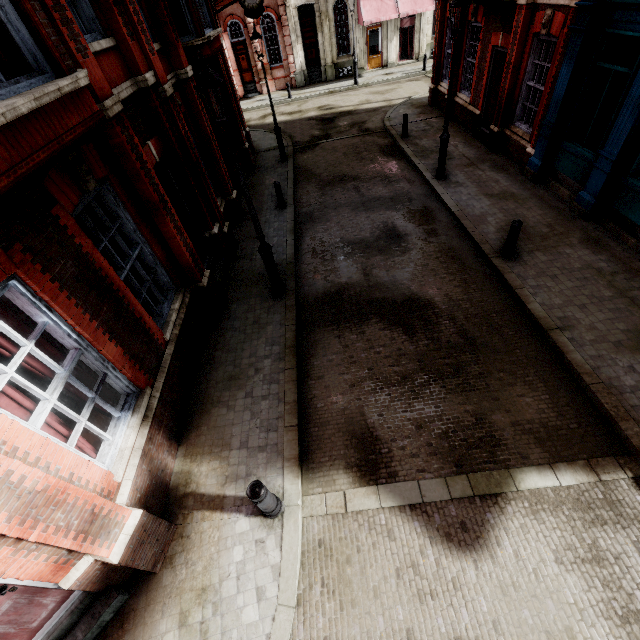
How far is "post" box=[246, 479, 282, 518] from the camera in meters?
4.1 m

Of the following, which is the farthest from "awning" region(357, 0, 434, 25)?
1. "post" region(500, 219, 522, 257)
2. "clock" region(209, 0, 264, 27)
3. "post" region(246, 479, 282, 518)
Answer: "post" region(246, 479, 282, 518)

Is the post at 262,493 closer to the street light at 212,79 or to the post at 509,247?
the street light at 212,79

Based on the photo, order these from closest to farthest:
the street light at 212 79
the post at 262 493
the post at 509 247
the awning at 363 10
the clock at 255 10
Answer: the post at 262 493, the street light at 212 79, the post at 509 247, the clock at 255 10, the awning at 363 10

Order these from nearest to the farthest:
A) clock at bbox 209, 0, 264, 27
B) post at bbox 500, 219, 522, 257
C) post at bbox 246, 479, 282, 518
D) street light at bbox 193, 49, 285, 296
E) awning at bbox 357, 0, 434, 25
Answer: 1. post at bbox 246, 479, 282, 518
2. street light at bbox 193, 49, 285, 296
3. post at bbox 500, 219, 522, 257
4. clock at bbox 209, 0, 264, 27
5. awning at bbox 357, 0, 434, 25

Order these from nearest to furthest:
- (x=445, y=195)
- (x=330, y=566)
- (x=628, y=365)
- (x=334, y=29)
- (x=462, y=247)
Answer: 1. (x=330, y=566)
2. (x=628, y=365)
3. (x=462, y=247)
4. (x=445, y=195)
5. (x=334, y=29)

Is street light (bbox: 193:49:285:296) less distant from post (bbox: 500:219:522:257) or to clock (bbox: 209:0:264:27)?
post (bbox: 500:219:522:257)

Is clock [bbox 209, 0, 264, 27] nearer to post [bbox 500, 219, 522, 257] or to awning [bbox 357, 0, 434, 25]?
awning [bbox 357, 0, 434, 25]
